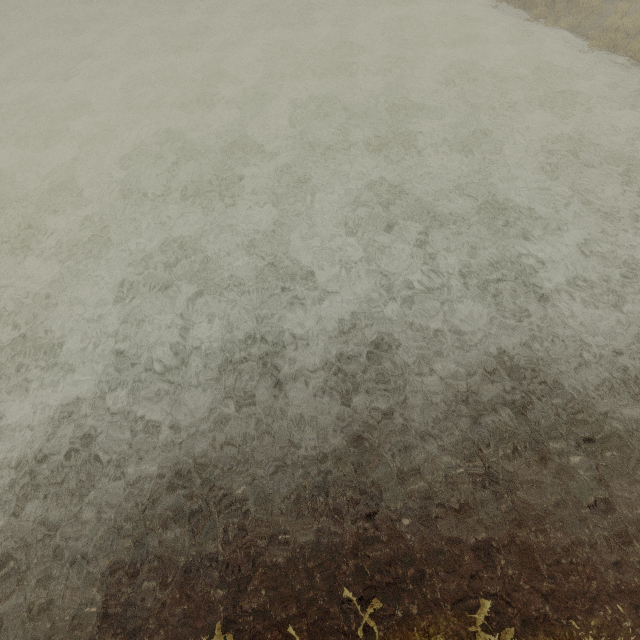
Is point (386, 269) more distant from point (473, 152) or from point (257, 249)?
point (473, 152)
